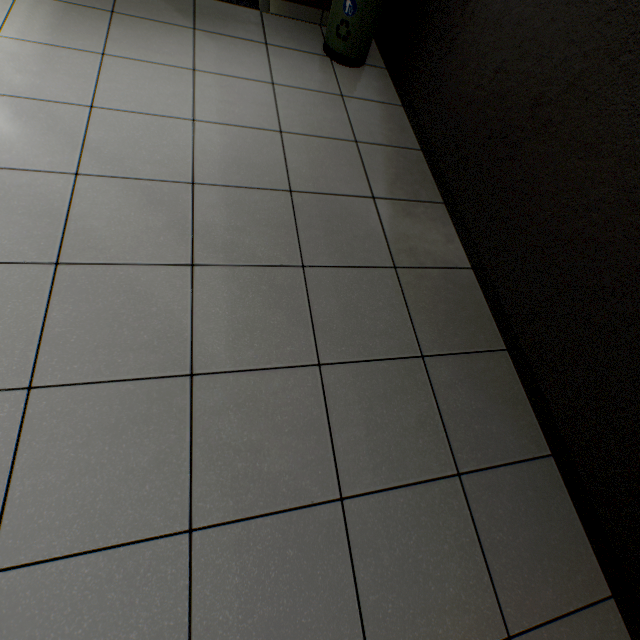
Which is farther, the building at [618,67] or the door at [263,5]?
the door at [263,5]

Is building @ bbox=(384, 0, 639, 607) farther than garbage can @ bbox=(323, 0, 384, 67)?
No

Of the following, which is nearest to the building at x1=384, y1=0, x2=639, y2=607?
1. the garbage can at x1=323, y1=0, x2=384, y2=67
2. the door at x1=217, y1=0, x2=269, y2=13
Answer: the garbage can at x1=323, y1=0, x2=384, y2=67

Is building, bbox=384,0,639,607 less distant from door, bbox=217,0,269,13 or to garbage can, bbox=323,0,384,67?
garbage can, bbox=323,0,384,67

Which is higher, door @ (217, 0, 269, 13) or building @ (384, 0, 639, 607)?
building @ (384, 0, 639, 607)

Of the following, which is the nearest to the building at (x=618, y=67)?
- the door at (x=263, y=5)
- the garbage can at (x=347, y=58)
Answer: the garbage can at (x=347, y=58)

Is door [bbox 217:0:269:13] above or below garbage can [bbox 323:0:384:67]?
below

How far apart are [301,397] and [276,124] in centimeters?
170cm
